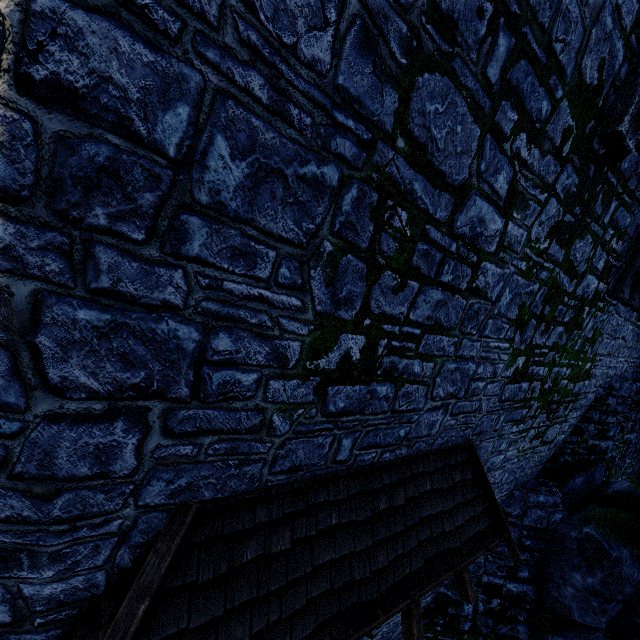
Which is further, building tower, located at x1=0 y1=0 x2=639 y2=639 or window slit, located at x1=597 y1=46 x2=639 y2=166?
window slit, located at x1=597 y1=46 x2=639 y2=166

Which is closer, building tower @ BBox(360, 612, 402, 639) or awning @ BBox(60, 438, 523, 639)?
awning @ BBox(60, 438, 523, 639)

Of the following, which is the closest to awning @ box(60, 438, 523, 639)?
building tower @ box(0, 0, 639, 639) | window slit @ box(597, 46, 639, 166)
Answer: building tower @ box(0, 0, 639, 639)

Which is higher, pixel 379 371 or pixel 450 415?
pixel 379 371

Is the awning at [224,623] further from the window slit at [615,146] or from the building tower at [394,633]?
the window slit at [615,146]

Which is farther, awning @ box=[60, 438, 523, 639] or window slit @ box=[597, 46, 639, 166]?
window slit @ box=[597, 46, 639, 166]

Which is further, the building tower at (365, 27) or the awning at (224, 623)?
the awning at (224, 623)

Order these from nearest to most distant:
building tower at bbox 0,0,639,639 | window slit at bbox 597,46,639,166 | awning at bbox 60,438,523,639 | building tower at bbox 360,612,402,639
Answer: building tower at bbox 0,0,639,639, awning at bbox 60,438,523,639, window slit at bbox 597,46,639,166, building tower at bbox 360,612,402,639
